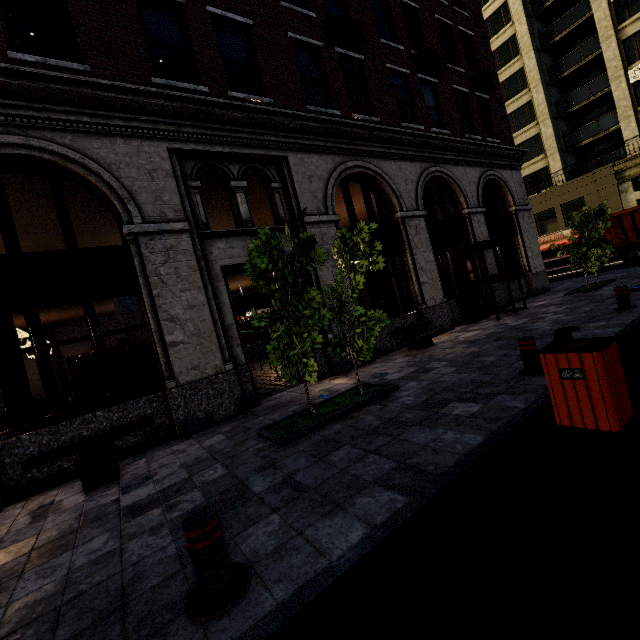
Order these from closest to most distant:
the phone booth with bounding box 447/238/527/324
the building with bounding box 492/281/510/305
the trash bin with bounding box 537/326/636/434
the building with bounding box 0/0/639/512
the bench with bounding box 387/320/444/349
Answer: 1. the trash bin with bounding box 537/326/636/434
2. the building with bounding box 0/0/639/512
3. the bench with bounding box 387/320/444/349
4. the phone booth with bounding box 447/238/527/324
5. the building with bounding box 492/281/510/305

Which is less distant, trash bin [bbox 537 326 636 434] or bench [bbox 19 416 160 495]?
trash bin [bbox 537 326 636 434]

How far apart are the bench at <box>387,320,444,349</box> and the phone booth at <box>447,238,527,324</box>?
2.4 meters

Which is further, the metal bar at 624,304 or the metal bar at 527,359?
the metal bar at 624,304

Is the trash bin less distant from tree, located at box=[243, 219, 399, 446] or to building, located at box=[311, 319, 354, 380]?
tree, located at box=[243, 219, 399, 446]

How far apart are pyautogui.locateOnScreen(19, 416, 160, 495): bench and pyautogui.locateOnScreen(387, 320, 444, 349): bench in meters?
6.2

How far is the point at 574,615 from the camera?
1.6 meters

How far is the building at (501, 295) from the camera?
13.19m
